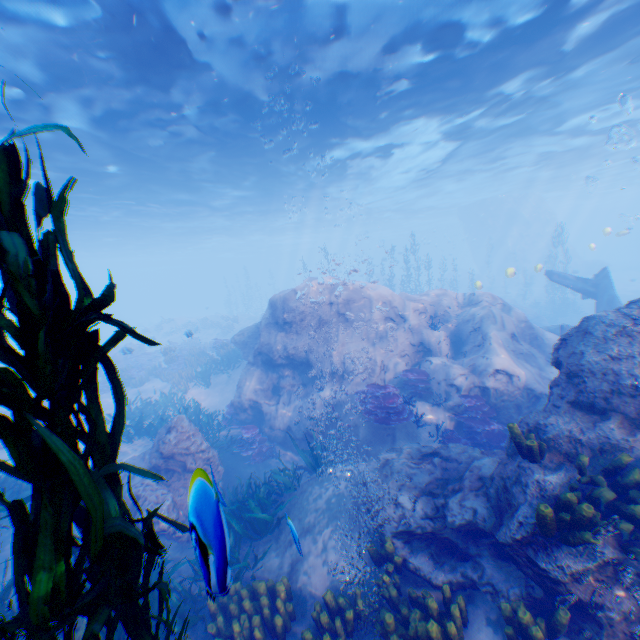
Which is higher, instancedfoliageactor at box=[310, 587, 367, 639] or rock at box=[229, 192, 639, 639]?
rock at box=[229, 192, 639, 639]

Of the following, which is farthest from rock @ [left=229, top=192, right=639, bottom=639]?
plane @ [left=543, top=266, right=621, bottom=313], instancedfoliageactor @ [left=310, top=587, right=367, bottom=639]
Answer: instancedfoliageactor @ [left=310, top=587, right=367, bottom=639]

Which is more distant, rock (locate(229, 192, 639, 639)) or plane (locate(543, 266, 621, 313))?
plane (locate(543, 266, 621, 313))

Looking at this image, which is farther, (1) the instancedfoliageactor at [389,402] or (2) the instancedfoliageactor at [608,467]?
(1) the instancedfoliageactor at [389,402]

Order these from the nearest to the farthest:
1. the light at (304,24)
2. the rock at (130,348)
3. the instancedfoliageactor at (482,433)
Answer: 1. the instancedfoliageactor at (482,433)
2. the light at (304,24)
3. the rock at (130,348)

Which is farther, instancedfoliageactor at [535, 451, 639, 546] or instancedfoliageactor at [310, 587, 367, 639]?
instancedfoliageactor at [310, 587, 367, 639]

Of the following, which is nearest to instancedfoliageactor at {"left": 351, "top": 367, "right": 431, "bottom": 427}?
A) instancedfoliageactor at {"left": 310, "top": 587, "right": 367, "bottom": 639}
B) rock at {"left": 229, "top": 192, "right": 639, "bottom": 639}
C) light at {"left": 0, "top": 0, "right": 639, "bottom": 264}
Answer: rock at {"left": 229, "top": 192, "right": 639, "bottom": 639}

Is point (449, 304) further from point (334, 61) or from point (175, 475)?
point (175, 475)
